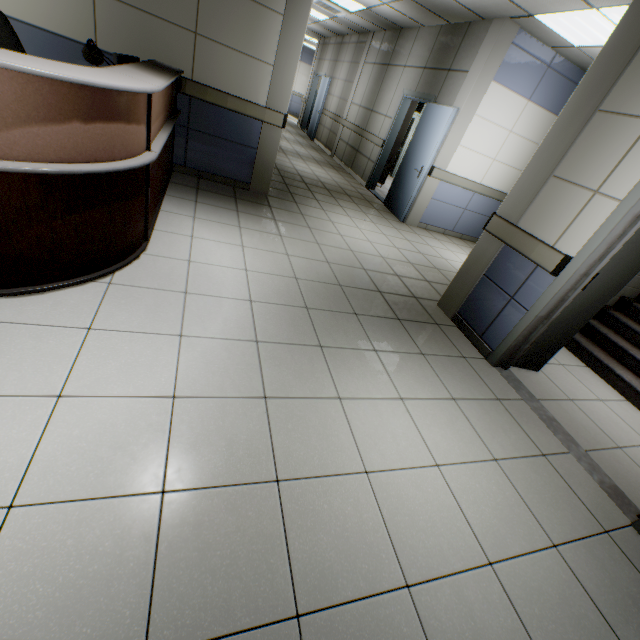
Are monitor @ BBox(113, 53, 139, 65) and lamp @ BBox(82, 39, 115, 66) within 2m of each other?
yes

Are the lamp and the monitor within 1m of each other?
yes

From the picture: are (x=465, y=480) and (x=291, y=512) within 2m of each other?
yes

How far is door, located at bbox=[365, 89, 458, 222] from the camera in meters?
5.7

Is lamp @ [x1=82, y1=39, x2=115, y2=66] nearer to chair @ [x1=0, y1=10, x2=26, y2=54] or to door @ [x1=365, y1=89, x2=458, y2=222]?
chair @ [x1=0, y1=10, x2=26, y2=54]

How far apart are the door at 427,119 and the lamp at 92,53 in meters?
4.9

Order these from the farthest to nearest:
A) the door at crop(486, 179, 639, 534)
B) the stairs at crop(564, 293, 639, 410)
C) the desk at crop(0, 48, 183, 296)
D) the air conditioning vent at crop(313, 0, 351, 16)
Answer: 1. the air conditioning vent at crop(313, 0, 351, 16)
2. the stairs at crop(564, 293, 639, 410)
3. the door at crop(486, 179, 639, 534)
4. the desk at crop(0, 48, 183, 296)

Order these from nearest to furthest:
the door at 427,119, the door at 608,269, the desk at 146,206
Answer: the desk at 146,206, the door at 608,269, the door at 427,119
